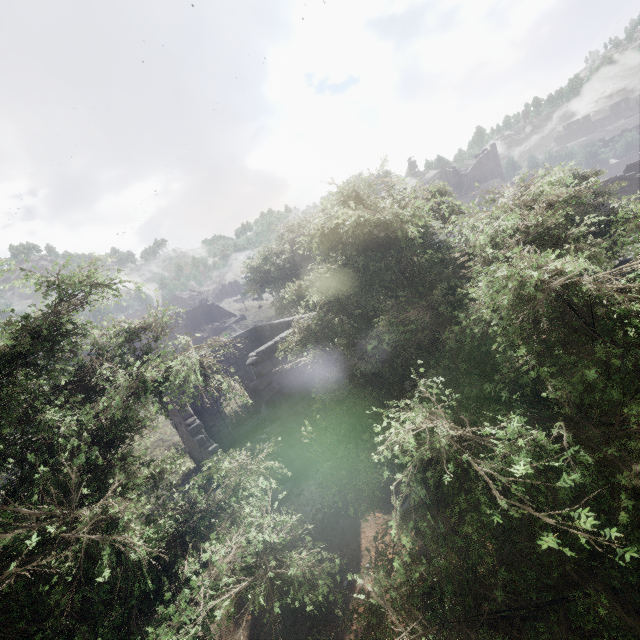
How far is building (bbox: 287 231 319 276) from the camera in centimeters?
1944cm

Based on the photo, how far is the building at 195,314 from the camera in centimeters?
4338cm

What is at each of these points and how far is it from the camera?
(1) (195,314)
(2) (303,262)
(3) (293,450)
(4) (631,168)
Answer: (1) building, 55.1 meters
(2) building, 20.2 meters
(3) building, 11.5 meters
(4) building, 33.8 meters

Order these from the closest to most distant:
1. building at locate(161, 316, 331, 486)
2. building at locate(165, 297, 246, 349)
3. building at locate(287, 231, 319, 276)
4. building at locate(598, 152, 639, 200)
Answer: building at locate(161, 316, 331, 486) → building at locate(287, 231, 319, 276) → building at locate(598, 152, 639, 200) → building at locate(165, 297, 246, 349)

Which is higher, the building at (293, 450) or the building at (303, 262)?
the building at (303, 262)

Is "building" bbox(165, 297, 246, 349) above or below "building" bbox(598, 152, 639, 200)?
above

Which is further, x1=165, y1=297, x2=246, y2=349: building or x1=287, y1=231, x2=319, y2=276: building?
x1=165, y1=297, x2=246, y2=349: building
